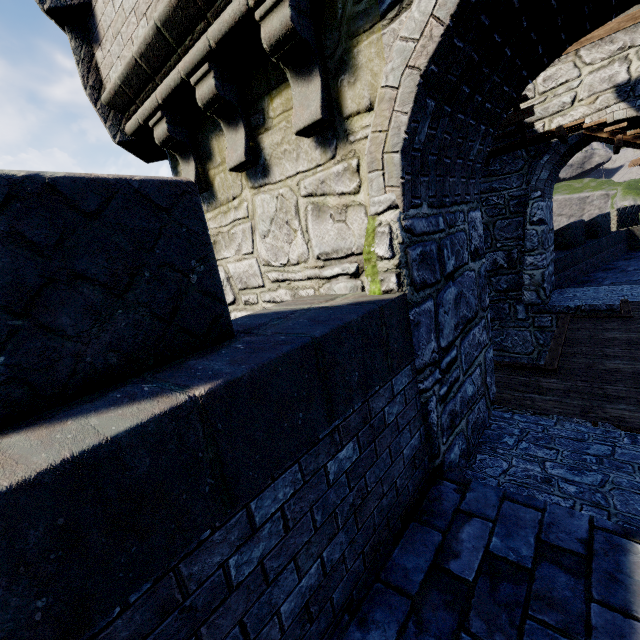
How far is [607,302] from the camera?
8.1 meters
